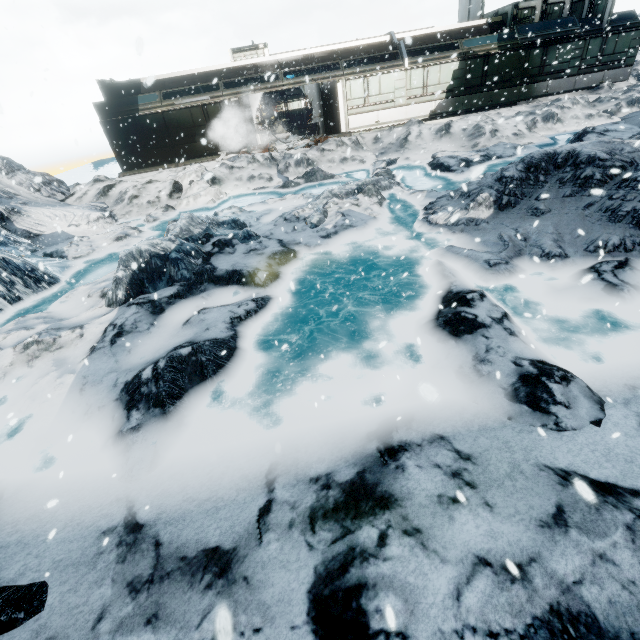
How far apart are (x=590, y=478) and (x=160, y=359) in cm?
554
